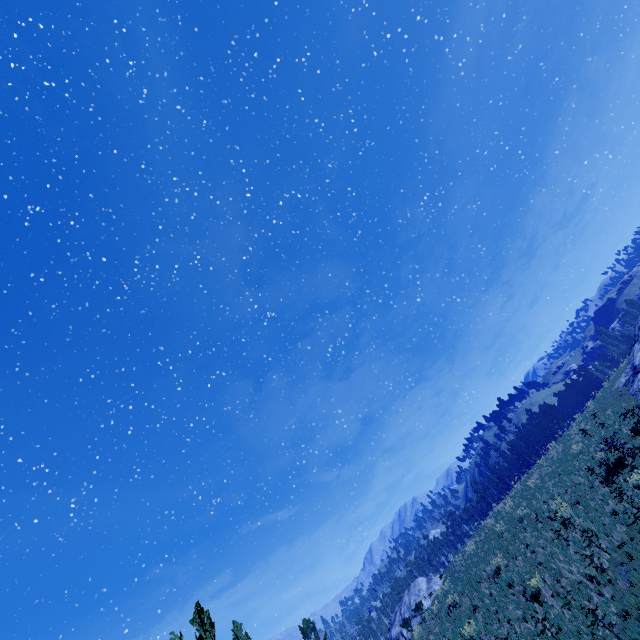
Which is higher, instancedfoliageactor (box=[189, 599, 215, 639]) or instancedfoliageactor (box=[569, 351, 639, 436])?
instancedfoliageactor (box=[189, 599, 215, 639])

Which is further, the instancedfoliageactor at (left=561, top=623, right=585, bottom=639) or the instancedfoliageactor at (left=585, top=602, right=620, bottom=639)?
the instancedfoliageactor at (left=561, top=623, right=585, bottom=639)

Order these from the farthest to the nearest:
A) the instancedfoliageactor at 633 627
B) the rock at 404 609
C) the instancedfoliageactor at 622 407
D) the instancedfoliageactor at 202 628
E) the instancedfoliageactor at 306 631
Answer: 1. the instancedfoliageactor at 306 631
2. the rock at 404 609
3. the instancedfoliageactor at 622 407
4. the instancedfoliageactor at 202 628
5. the instancedfoliageactor at 633 627

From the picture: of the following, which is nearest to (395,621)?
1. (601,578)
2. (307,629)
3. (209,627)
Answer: (307,629)

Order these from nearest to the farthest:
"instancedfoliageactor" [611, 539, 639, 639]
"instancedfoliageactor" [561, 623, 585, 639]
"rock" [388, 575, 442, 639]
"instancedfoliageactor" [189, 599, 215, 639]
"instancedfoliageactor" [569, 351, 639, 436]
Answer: "instancedfoliageactor" [611, 539, 639, 639], "instancedfoliageactor" [561, 623, 585, 639], "instancedfoliageactor" [189, 599, 215, 639], "instancedfoliageactor" [569, 351, 639, 436], "rock" [388, 575, 442, 639]

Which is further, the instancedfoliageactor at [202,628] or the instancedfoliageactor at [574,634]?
the instancedfoliageactor at [202,628]

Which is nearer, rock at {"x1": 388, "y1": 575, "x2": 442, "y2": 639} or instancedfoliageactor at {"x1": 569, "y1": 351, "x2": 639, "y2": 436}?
instancedfoliageactor at {"x1": 569, "y1": 351, "x2": 639, "y2": 436}
